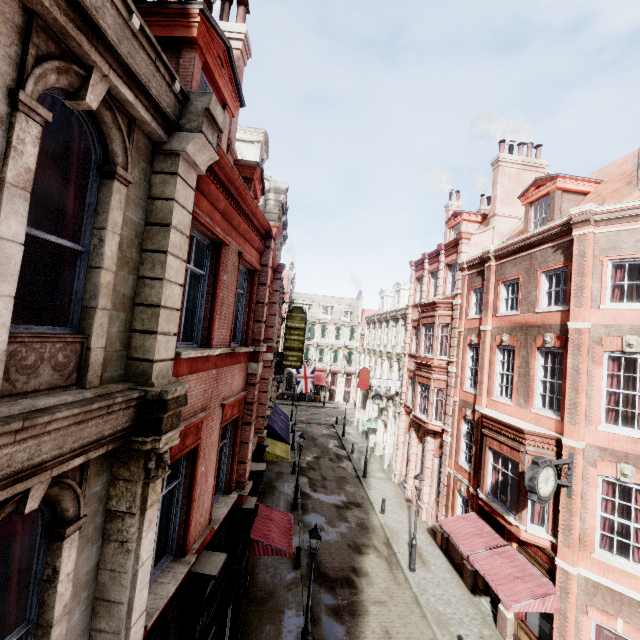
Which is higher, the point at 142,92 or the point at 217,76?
the point at 217,76

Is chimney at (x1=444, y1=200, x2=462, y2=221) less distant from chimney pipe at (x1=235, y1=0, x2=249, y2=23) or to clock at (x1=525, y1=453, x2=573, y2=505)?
clock at (x1=525, y1=453, x2=573, y2=505)

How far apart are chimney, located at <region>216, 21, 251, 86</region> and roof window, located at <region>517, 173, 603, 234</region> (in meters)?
13.43

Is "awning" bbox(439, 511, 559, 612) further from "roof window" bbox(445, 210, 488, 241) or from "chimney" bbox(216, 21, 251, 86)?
"roof window" bbox(445, 210, 488, 241)

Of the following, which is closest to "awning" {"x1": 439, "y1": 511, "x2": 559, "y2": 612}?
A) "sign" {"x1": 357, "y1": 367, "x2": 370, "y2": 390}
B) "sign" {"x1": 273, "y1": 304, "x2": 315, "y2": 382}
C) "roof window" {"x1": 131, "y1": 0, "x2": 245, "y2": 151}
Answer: "sign" {"x1": 273, "y1": 304, "x2": 315, "y2": 382}

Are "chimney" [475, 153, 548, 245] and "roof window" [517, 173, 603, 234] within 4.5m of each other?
yes

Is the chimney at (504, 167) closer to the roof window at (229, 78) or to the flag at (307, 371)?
the roof window at (229, 78)

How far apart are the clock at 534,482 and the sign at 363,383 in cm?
2346
